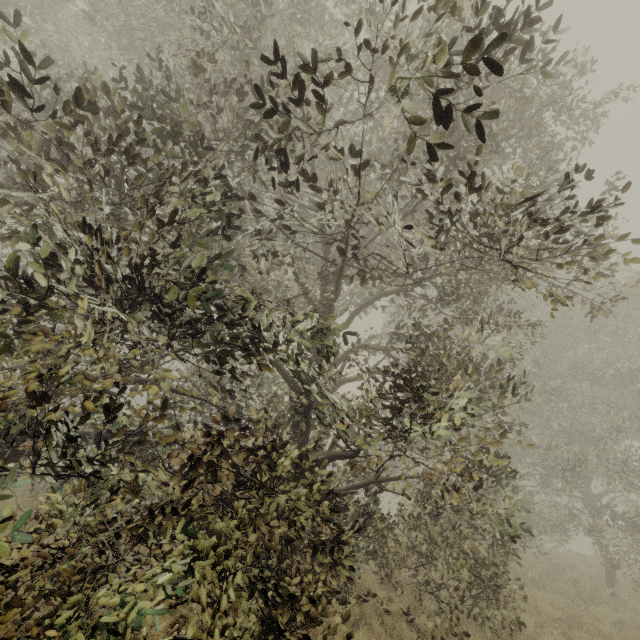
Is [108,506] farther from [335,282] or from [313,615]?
[335,282]
